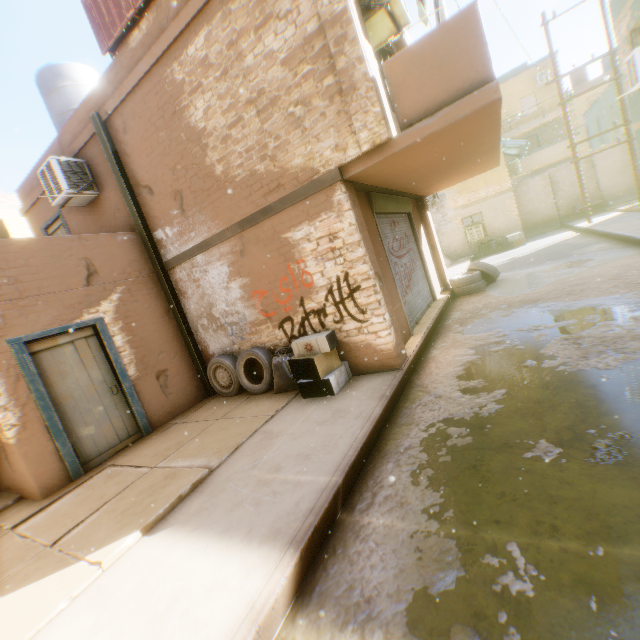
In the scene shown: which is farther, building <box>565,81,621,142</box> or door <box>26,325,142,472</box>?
building <box>565,81,621,142</box>

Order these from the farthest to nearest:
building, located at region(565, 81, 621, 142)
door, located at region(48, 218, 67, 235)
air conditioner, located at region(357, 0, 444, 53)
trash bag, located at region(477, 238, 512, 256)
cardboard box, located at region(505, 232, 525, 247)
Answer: building, located at region(565, 81, 621, 142), trash bag, located at region(477, 238, 512, 256), cardboard box, located at region(505, 232, 525, 247), door, located at region(48, 218, 67, 235), air conditioner, located at region(357, 0, 444, 53)

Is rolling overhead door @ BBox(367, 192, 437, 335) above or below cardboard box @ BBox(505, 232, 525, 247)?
above

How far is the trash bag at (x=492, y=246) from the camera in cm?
1745

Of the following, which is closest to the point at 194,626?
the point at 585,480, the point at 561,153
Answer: the point at 585,480

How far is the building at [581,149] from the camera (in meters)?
22.53

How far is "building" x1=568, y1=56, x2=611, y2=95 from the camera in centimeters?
3372cm

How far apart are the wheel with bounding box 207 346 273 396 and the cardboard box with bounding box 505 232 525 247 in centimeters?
1610cm
